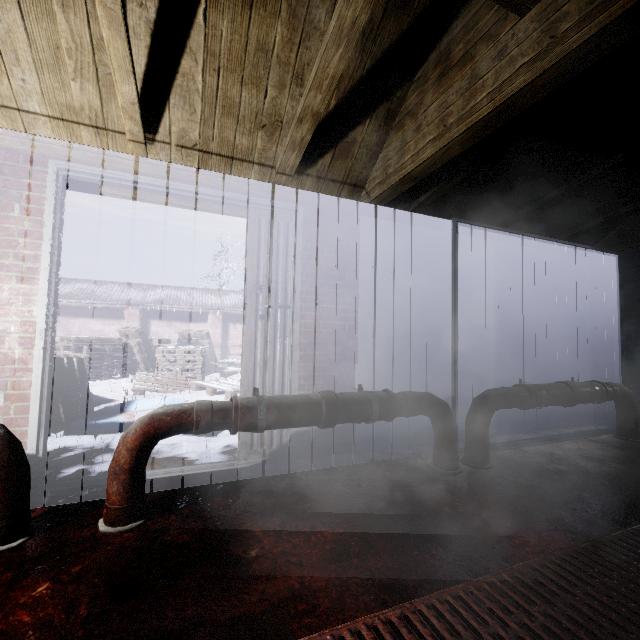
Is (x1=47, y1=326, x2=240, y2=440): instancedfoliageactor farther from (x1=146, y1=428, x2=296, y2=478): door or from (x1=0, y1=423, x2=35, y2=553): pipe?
(x1=0, y1=423, x2=35, y2=553): pipe

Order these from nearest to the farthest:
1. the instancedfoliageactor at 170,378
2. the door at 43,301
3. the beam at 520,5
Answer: the beam at 520,5
the door at 43,301
the instancedfoliageactor at 170,378

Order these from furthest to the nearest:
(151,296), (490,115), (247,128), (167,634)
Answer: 1. (151,296)
2. (247,128)
3. (490,115)
4. (167,634)

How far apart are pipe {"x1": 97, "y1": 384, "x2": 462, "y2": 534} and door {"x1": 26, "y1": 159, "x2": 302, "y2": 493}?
0.37m

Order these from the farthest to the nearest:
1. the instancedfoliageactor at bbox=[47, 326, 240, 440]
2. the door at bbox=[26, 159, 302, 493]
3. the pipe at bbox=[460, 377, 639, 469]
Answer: the instancedfoliageactor at bbox=[47, 326, 240, 440], the pipe at bbox=[460, 377, 639, 469], the door at bbox=[26, 159, 302, 493]

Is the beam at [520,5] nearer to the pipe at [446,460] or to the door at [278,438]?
the door at [278,438]

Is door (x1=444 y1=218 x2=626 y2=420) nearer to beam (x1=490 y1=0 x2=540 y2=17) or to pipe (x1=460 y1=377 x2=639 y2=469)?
pipe (x1=460 y1=377 x2=639 y2=469)
